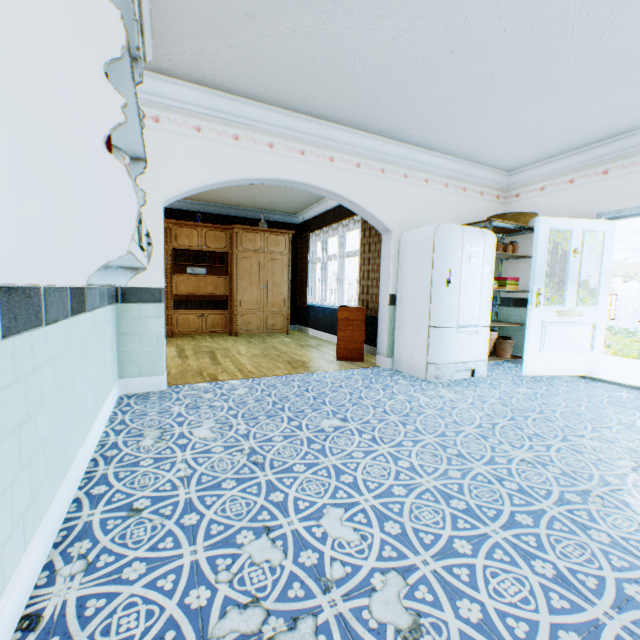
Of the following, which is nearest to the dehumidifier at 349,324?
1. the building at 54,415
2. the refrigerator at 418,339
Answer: the building at 54,415

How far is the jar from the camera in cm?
501

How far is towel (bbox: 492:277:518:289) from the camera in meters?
5.0 m

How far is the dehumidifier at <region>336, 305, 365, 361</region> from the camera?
5.2m

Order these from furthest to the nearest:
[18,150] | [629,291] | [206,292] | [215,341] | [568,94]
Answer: [629,291] < [206,292] < [215,341] < [568,94] < [18,150]

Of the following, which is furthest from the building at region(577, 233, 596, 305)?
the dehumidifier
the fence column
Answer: the fence column

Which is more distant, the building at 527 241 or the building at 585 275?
the building at 527 241

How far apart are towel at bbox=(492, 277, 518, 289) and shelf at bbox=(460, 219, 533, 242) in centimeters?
11cm
